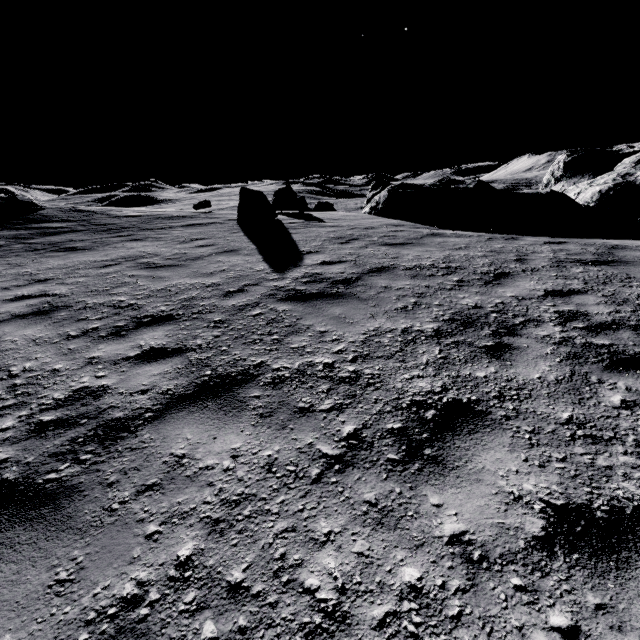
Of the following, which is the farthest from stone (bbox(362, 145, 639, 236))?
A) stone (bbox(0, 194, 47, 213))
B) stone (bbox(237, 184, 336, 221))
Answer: stone (bbox(0, 194, 47, 213))

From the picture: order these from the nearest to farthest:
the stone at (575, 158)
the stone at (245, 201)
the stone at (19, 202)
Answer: the stone at (245, 201) < the stone at (575, 158) < the stone at (19, 202)

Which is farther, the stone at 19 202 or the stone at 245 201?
the stone at 19 202

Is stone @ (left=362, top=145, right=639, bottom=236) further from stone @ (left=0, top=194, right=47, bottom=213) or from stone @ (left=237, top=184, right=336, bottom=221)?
stone @ (left=0, top=194, right=47, bottom=213)

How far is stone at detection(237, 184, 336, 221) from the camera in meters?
12.0

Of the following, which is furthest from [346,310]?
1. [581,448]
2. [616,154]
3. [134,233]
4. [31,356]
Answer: [616,154]
